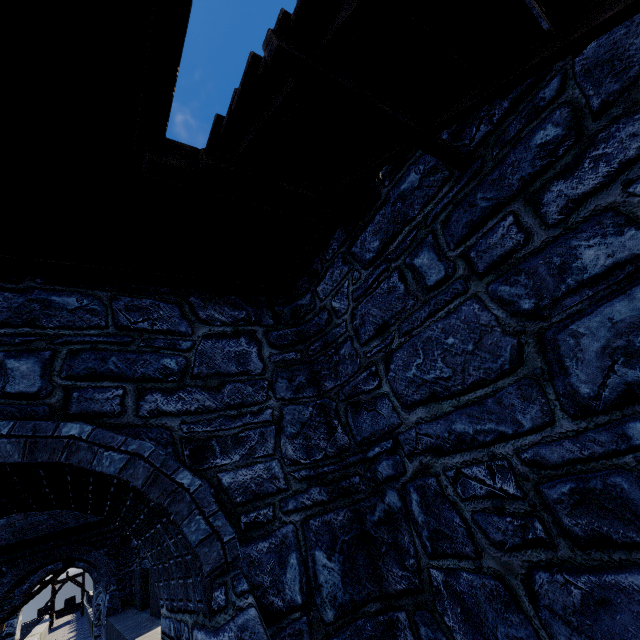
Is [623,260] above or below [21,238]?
below
